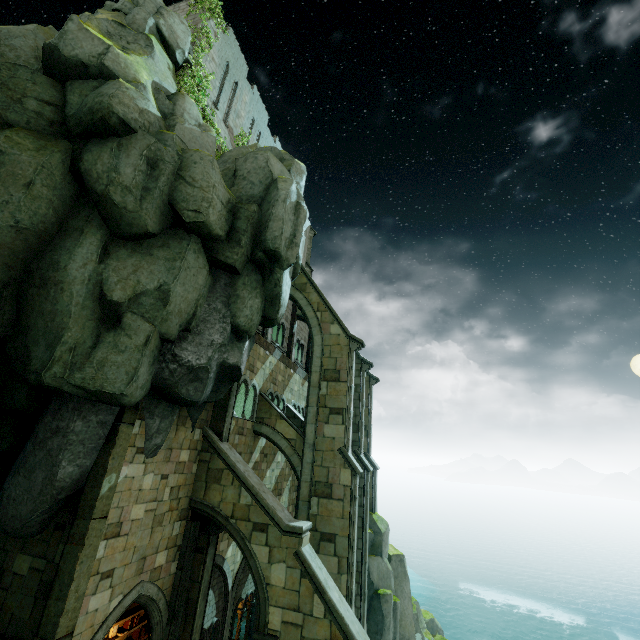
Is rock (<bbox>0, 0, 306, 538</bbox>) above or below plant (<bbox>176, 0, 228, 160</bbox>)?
below

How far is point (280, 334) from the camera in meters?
27.5 m

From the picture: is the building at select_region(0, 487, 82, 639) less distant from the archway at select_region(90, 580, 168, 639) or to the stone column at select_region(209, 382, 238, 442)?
the archway at select_region(90, 580, 168, 639)

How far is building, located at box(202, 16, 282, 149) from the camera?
16.5 meters

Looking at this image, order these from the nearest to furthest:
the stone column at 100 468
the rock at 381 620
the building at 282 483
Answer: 1. the stone column at 100 468
2. the building at 282 483
3. the rock at 381 620

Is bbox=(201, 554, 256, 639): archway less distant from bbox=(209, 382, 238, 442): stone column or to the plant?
bbox=(209, 382, 238, 442): stone column

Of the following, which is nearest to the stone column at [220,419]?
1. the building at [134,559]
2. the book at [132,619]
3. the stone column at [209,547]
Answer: the building at [134,559]
